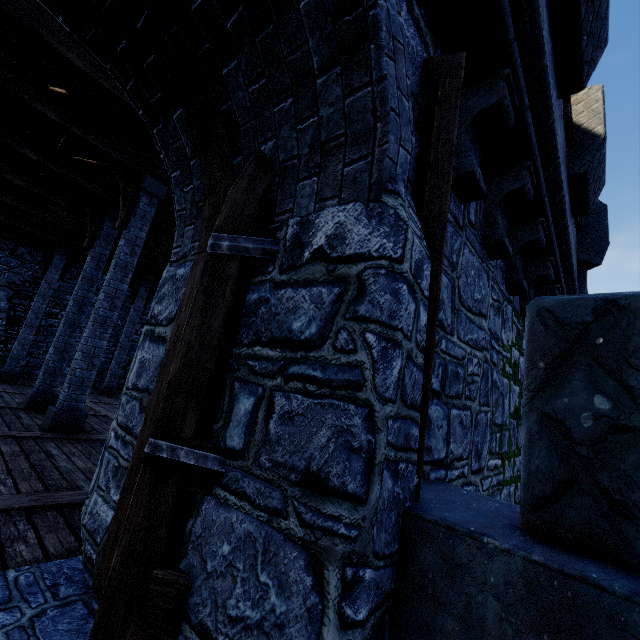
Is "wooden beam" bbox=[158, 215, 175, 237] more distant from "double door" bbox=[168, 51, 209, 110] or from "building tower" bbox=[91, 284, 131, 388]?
"double door" bbox=[168, 51, 209, 110]

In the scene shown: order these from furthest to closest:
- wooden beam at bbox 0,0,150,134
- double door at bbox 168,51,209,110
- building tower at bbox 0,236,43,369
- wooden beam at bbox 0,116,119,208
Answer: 1. building tower at bbox 0,236,43,369
2. wooden beam at bbox 0,116,119,208
3. wooden beam at bbox 0,0,150,134
4. double door at bbox 168,51,209,110

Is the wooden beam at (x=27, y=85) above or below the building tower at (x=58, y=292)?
above

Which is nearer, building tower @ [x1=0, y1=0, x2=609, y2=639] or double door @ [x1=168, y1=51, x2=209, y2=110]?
building tower @ [x1=0, y1=0, x2=609, y2=639]

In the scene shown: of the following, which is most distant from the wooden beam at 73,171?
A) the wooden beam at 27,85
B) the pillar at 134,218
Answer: the wooden beam at 27,85

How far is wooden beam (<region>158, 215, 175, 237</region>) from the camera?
9.46m

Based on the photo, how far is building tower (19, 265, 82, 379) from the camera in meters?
14.0

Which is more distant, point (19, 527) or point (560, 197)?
point (560, 197)
